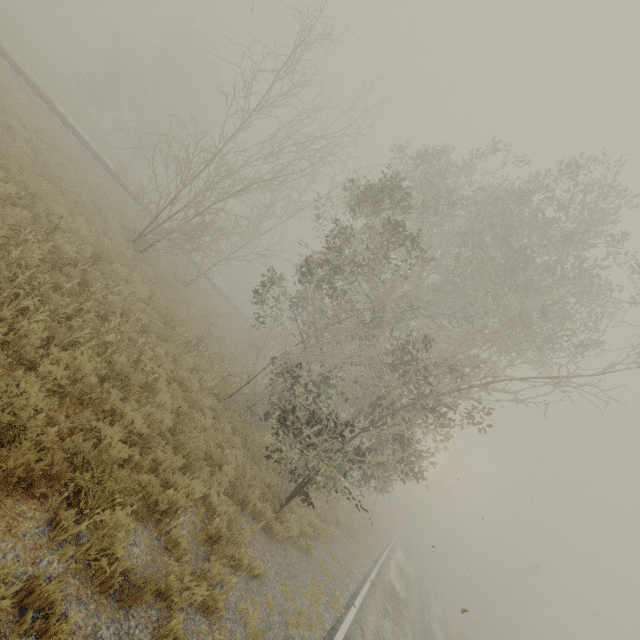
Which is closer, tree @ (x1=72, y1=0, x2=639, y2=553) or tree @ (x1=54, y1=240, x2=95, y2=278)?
tree @ (x1=54, y1=240, x2=95, y2=278)

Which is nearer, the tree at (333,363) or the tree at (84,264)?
the tree at (84,264)

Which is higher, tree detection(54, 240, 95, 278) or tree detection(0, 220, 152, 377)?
tree detection(54, 240, 95, 278)

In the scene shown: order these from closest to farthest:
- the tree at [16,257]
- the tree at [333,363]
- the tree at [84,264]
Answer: the tree at [16,257] < the tree at [84,264] < the tree at [333,363]

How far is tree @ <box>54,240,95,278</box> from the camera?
8.1 meters

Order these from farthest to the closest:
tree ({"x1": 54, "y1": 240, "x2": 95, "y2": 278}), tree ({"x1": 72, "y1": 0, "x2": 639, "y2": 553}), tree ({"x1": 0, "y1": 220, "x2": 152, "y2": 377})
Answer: tree ({"x1": 72, "y1": 0, "x2": 639, "y2": 553}) → tree ({"x1": 54, "y1": 240, "x2": 95, "y2": 278}) → tree ({"x1": 0, "y1": 220, "x2": 152, "y2": 377})

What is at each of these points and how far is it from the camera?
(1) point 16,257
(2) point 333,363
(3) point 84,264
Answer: (1) tree, 6.09m
(2) tree, 14.13m
(3) tree, 8.57m
